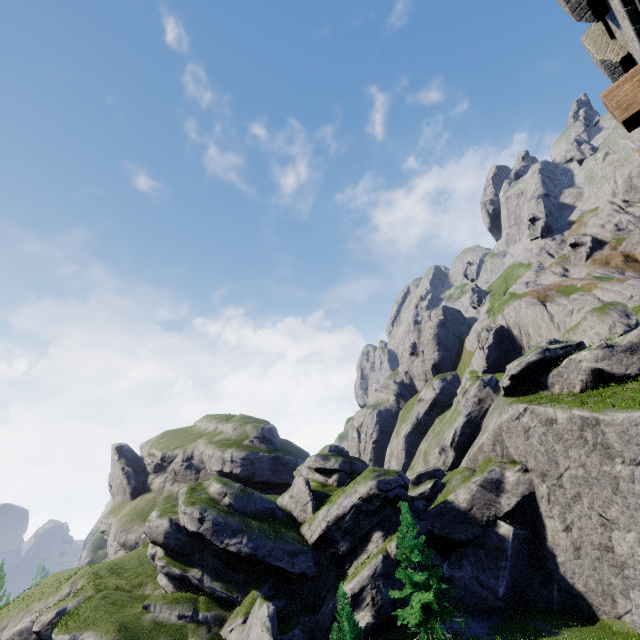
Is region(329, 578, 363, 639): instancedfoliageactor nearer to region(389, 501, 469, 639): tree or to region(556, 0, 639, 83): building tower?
region(389, 501, 469, 639): tree

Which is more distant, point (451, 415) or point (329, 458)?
point (451, 415)

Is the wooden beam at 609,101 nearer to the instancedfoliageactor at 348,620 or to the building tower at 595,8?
the building tower at 595,8

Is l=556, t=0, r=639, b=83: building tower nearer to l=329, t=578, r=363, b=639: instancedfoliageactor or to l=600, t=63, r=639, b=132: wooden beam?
l=600, t=63, r=639, b=132: wooden beam

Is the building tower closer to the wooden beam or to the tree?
the wooden beam

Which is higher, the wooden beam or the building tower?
the building tower

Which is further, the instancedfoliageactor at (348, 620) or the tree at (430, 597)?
the tree at (430, 597)

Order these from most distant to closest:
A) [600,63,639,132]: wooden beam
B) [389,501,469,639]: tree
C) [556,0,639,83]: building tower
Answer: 1. [389,501,469,639]: tree
2. [556,0,639,83]: building tower
3. [600,63,639,132]: wooden beam
